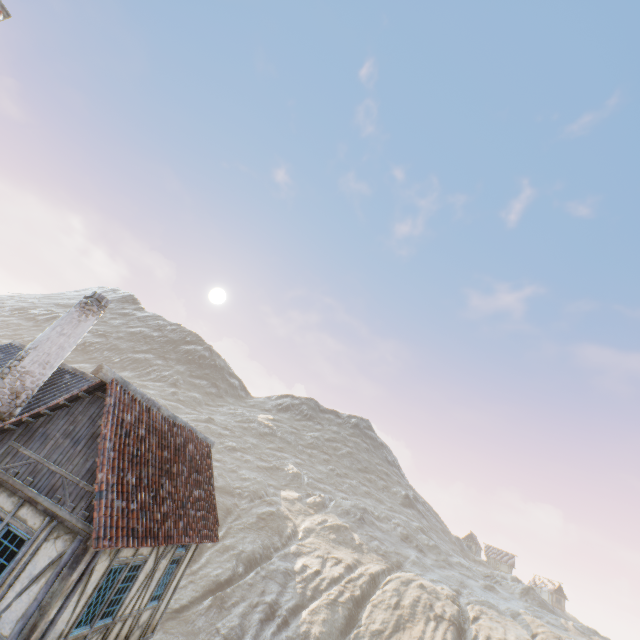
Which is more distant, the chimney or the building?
the chimney

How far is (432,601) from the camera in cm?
3553

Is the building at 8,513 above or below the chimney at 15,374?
below

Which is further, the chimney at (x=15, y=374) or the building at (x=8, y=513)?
the chimney at (x=15, y=374)

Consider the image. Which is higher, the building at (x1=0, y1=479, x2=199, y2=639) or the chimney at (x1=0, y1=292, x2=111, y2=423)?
the chimney at (x1=0, y1=292, x2=111, y2=423)
